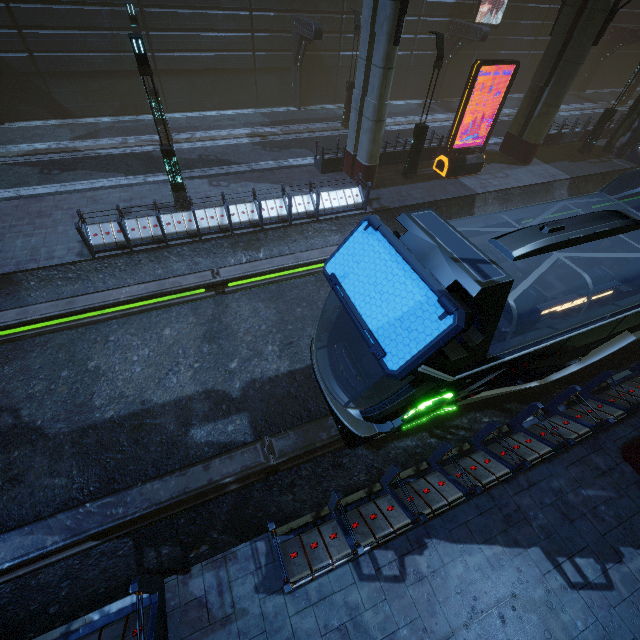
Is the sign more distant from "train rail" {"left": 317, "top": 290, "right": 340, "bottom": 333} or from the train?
the train

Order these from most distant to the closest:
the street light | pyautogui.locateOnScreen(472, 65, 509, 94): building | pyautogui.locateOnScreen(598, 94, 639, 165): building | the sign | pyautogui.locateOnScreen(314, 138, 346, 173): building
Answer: pyautogui.locateOnScreen(472, 65, 509, 94): building < pyautogui.locateOnScreen(598, 94, 639, 165): building < pyautogui.locateOnScreen(314, 138, 346, 173): building < the sign < the street light

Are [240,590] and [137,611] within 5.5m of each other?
yes

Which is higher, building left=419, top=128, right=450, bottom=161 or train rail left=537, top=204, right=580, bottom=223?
building left=419, top=128, right=450, bottom=161

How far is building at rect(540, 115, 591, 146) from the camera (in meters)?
20.75

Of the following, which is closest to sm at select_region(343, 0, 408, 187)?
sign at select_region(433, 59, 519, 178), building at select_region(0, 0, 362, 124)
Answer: building at select_region(0, 0, 362, 124)

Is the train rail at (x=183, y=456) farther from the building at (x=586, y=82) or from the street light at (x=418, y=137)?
the street light at (x=418, y=137)

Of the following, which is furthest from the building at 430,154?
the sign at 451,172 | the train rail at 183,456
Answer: the sign at 451,172
